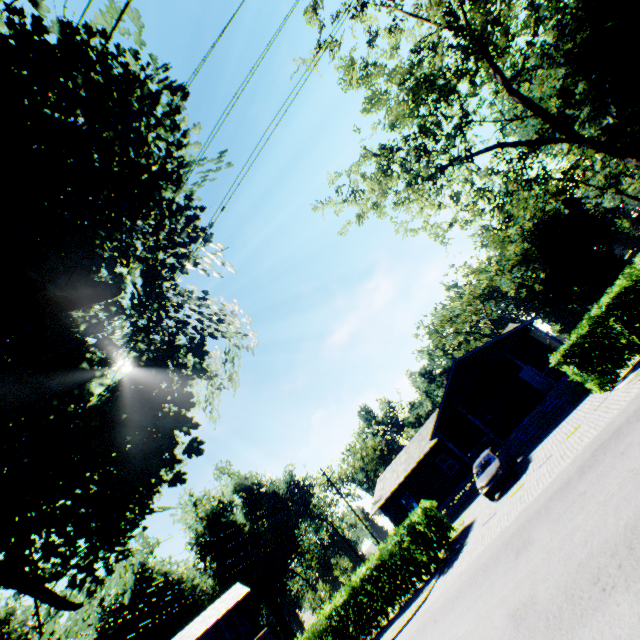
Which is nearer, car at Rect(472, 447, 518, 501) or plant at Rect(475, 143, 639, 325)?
car at Rect(472, 447, 518, 501)

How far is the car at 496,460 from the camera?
15.5 meters

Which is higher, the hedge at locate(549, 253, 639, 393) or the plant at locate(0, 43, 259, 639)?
the plant at locate(0, 43, 259, 639)

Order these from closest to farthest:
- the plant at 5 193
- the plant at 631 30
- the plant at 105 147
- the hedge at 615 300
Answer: the plant at 5 193 < the plant at 105 147 < the hedge at 615 300 < the plant at 631 30

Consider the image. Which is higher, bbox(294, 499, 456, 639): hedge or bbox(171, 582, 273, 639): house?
bbox(171, 582, 273, 639): house

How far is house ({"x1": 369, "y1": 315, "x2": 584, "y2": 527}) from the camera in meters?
21.3 m

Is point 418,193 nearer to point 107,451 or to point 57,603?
point 107,451

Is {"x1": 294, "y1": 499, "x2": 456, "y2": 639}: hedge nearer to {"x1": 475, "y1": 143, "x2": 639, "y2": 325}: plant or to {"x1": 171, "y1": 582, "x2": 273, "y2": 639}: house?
{"x1": 475, "y1": 143, "x2": 639, "y2": 325}: plant
